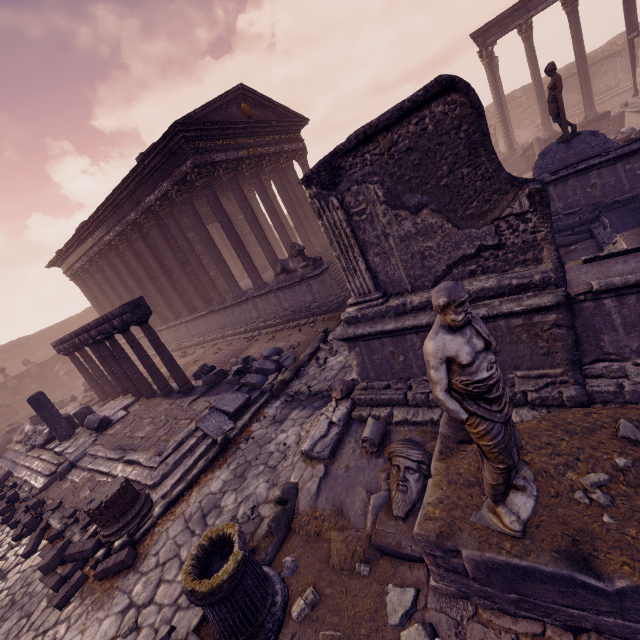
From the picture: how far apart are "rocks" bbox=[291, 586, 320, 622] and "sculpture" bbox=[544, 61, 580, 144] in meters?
12.8 m

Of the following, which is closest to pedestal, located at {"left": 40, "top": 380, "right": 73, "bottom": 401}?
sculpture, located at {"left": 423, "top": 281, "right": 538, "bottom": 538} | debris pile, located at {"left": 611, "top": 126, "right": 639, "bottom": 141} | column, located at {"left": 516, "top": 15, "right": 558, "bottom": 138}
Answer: sculpture, located at {"left": 423, "top": 281, "right": 538, "bottom": 538}

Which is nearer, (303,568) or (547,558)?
(547,558)

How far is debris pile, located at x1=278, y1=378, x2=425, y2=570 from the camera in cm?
355

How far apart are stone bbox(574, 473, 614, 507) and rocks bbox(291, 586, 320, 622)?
2.6 meters

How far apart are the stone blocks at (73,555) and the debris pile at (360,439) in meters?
3.0 m

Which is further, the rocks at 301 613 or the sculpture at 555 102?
the sculpture at 555 102

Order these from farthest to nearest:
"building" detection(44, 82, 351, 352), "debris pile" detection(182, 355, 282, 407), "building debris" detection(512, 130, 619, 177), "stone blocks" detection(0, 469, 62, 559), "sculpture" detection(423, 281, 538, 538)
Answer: "building" detection(44, 82, 351, 352) < "building debris" detection(512, 130, 619, 177) < "debris pile" detection(182, 355, 282, 407) < "stone blocks" detection(0, 469, 62, 559) < "sculpture" detection(423, 281, 538, 538)
